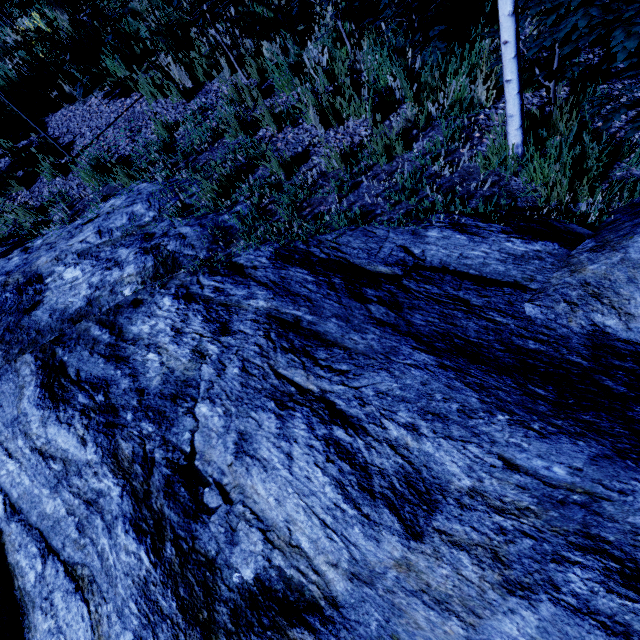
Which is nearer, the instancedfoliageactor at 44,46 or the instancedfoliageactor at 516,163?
the instancedfoliageactor at 516,163

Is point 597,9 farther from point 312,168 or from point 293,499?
point 293,499

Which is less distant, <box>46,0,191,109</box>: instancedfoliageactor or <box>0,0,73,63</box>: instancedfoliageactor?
<box>46,0,191,109</box>: instancedfoliageactor

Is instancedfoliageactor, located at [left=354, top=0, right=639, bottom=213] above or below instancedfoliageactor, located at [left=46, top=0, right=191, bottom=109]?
below

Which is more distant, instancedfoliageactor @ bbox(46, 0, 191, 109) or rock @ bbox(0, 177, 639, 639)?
instancedfoliageactor @ bbox(46, 0, 191, 109)

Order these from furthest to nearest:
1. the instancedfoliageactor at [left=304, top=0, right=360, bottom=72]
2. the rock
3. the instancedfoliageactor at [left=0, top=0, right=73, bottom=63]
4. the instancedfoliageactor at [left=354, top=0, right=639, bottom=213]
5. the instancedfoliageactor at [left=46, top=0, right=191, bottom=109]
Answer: the instancedfoliageactor at [left=0, top=0, right=73, bottom=63], the instancedfoliageactor at [left=46, top=0, right=191, bottom=109], the instancedfoliageactor at [left=304, top=0, right=360, bottom=72], the instancedfoliageactor at [left=354, top=0, right=639, bottom=213], the rock
